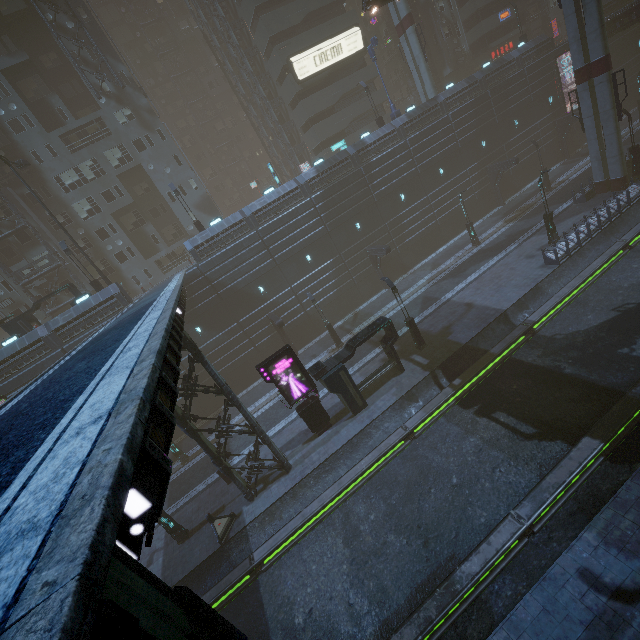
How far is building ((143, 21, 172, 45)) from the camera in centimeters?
5404cm

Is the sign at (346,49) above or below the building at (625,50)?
above

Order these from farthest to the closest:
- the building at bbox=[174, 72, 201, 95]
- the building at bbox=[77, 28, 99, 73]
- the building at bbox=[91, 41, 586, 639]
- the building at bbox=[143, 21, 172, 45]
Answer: the building at bbox=[174, 72, 201, 95] → the building at bbox=[143, 21, 172, 45] → the building at bbox=[77, 28, 99, 73] → the building at bbox=[91, 41, 586, 639]

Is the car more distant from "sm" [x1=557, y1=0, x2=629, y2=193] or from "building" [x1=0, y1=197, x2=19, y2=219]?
"sm" [x1=557, y1=0, x2=629, y2=193]

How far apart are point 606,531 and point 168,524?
19.8m

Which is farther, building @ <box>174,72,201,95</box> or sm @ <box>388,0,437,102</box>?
building @ <box>174,72,201,95</box>

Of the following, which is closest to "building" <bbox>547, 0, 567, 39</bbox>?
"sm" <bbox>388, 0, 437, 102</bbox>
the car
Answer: "sm" <bbox>388, 0, 437, 102</bbox>

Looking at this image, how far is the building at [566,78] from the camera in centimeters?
3791cm
